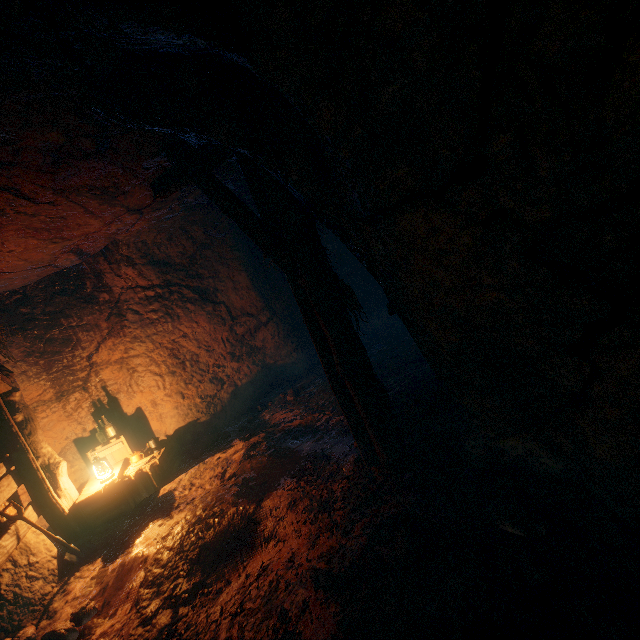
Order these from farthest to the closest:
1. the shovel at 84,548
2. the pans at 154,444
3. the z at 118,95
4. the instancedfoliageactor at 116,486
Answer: the pans at 154,444
the instancedfoliageactor at 116,486
the shovel at 84,548
the z at 118,95

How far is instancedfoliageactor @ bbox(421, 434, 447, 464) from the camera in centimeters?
362cm

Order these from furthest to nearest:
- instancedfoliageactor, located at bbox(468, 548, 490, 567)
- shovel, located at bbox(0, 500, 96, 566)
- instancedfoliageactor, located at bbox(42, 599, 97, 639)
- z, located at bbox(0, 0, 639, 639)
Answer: shovel, located at bbox(0, 500, 96, 566), instancedfoliageactor, located at bbox(42, 599, 97, 639), instancedfoliageactor, located at bbox(468, 548, 490, 567), z, located at bbox(0, 0, 639, 639)

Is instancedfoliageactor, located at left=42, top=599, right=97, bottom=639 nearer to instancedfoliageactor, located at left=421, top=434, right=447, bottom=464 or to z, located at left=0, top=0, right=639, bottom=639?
z, located at left=0, top=0, right=639, bottom=639

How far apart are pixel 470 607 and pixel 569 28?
3.1m

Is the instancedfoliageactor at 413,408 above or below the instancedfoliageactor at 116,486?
below

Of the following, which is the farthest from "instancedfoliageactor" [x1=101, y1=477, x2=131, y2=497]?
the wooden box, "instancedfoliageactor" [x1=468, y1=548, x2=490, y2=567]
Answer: "instancedfoliageactor" [x1=468, y1=548, x2=490, y2=567]

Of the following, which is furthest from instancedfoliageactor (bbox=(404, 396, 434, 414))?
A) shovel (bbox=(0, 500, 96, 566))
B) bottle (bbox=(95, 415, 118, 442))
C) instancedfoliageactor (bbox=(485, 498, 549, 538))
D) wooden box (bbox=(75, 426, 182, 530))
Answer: bottle (bbox=(95, 415, 118, 442))
